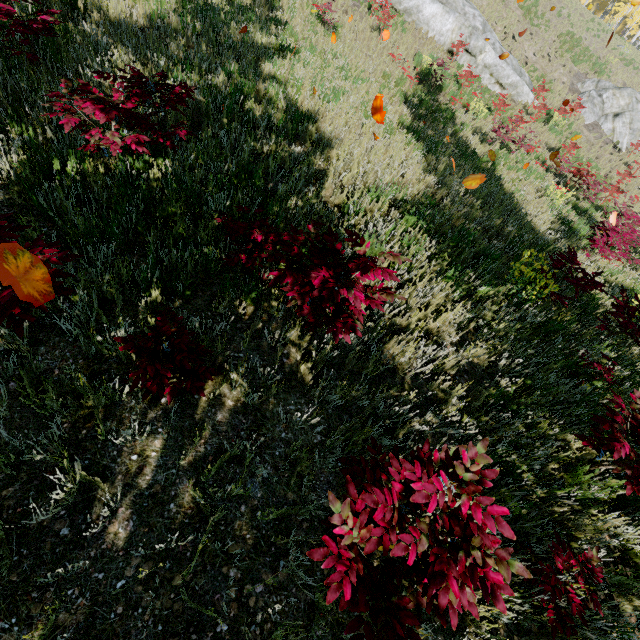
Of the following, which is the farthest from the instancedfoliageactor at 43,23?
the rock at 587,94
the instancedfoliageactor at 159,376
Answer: the rock at 587,94

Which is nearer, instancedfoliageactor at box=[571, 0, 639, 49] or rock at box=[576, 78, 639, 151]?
rock at box=[576, 78, 639, 151]

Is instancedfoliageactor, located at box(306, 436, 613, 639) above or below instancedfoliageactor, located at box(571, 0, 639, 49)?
below

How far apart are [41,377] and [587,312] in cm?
746

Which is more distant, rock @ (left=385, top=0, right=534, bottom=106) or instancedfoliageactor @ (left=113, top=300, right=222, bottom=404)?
rock @ (left=385, top=0, right=534, bottom=106)

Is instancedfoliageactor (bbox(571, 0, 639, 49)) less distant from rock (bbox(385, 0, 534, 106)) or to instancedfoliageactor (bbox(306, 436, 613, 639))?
instancedfoliageactor (bbox(306, 436, 613, 639))

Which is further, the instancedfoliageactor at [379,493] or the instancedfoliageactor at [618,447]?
the instancedfoliageactor at [618,447]

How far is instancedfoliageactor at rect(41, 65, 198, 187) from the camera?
3.0m
